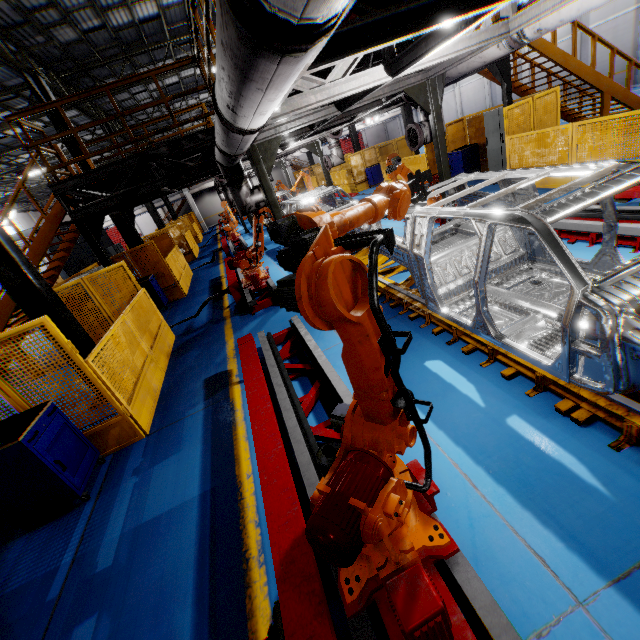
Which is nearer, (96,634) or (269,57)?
(269,57)

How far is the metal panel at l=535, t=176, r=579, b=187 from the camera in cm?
827

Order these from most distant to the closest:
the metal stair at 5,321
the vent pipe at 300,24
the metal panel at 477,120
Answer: the metal panel at 477,120, the metal stair at 5,321, the vent pipe at 300,24

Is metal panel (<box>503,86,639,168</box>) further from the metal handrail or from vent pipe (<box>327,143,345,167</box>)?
vent pipe (<box>327,143,345,167</box>)

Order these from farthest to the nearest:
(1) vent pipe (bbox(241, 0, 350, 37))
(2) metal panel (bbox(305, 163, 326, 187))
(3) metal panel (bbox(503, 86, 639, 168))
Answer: (2) metal panel (bbox(305, 163, 326, 187))
(3) metal panel (bbox(503, 86, 639, 168))
(1) vent pipe (bbox(241, 0, 350, 37))

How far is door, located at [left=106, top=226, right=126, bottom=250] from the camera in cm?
4131

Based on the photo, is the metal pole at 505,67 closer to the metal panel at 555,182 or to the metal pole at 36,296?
the metal panel at 555,182

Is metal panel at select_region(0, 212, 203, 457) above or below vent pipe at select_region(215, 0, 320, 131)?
below
